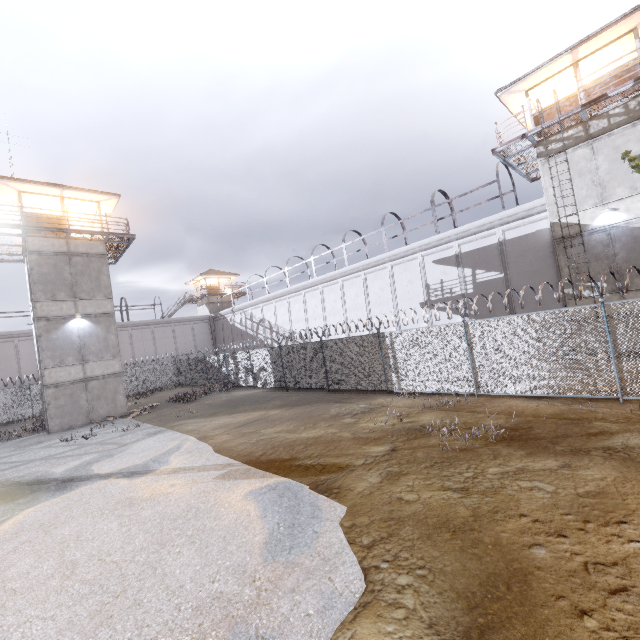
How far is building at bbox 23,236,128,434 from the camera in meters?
18.9 m

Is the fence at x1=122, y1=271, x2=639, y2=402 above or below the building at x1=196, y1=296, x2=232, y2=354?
below

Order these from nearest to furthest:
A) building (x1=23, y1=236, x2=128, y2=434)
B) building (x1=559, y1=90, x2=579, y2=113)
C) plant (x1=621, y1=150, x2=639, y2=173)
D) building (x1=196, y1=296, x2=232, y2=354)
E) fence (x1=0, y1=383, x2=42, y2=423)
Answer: plant (x1=621, y1=150, x2=639, y2=173)
building (x1=559, y1=90, x2=579, y2=113)
building (x1=23, y1=236, x2=128, y2=434)
fence (x1=0, y1=383, x2=42, y2=423)
building (x1=196, y1=296, x2=232, y2=354)

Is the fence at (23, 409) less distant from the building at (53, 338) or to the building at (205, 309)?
the building at (53, 338)

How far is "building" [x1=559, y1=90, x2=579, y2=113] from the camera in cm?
1475

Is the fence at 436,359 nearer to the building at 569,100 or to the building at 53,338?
the building at 53,338

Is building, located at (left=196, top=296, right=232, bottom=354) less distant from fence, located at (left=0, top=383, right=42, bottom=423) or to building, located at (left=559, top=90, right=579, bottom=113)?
fence, located at (left=0, top=383, right=42, bottom=423)

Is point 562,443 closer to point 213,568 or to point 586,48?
point 213,568
